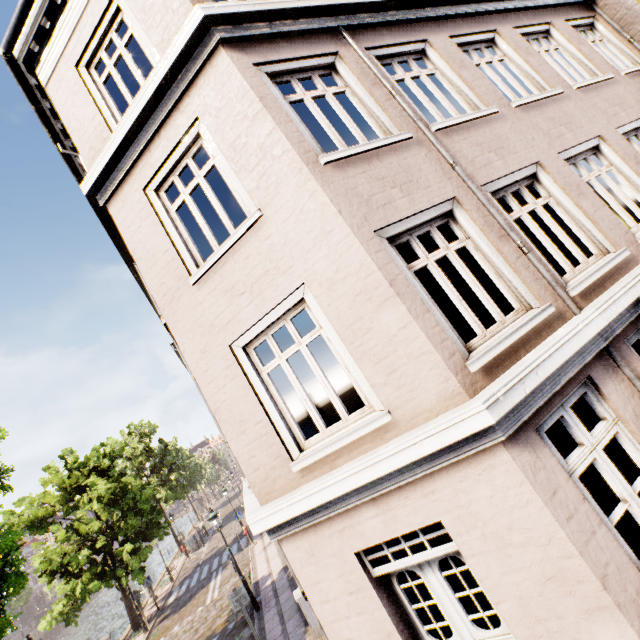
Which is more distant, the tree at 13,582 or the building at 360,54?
the tree at 13,582

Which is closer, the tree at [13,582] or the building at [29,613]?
the tree at [13,582]

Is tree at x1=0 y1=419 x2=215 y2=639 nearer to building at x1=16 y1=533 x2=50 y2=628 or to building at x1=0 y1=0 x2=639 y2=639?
building at x1=16 y1=533 x2=50 y2=628

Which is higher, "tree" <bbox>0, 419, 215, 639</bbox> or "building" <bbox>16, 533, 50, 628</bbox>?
"tree" <bbox>0, 419, 215, 639</bbox>

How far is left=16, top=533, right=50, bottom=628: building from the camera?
51.20m

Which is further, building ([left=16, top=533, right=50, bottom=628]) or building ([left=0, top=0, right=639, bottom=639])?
building ([left=16, top=533, right=50, bottom=628])

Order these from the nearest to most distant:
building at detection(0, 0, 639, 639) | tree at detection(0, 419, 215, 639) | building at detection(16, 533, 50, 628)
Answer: building at detection(0, 0, 639, 639) → tree at detection(0, 419, 215, 639) → building at detection(16, 533, 50, 628)

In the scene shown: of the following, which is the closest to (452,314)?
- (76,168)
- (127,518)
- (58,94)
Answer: (58,94)
